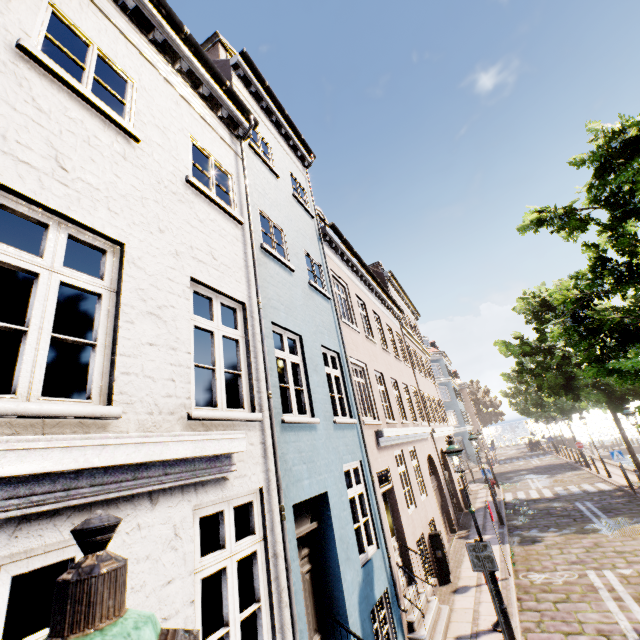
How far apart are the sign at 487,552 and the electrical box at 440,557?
3.9 meters

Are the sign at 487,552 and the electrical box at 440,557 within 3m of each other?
no

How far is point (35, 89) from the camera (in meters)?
3.12

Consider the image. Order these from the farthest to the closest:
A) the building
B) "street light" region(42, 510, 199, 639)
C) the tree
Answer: the tree → the building → "street light" region(42, 510, 199, 639)

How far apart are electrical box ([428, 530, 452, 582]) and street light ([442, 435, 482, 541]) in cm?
315

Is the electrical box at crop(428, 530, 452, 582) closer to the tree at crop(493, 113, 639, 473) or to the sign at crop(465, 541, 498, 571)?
the sign at crop(465, 541, 498, 571)

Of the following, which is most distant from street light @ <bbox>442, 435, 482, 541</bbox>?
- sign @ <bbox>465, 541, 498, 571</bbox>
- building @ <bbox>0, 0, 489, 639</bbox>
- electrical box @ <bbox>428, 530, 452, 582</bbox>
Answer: building @ <bbox>0, 0, 489, 639</bbox>

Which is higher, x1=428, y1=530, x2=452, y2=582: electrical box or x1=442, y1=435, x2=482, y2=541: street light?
x1=442, y1=435, x2=482, y2=541: street light
